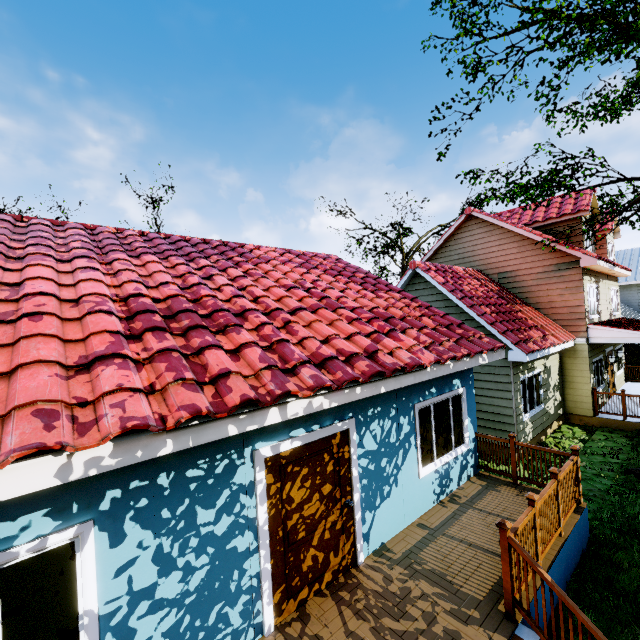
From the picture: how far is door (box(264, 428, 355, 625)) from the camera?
4.1 meters

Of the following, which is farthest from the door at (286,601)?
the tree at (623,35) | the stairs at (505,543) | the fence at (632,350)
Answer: the tree at (623,35)

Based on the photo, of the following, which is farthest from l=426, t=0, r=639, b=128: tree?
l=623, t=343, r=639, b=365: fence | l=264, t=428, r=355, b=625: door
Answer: l=264, t=428, r=355, b=625: door

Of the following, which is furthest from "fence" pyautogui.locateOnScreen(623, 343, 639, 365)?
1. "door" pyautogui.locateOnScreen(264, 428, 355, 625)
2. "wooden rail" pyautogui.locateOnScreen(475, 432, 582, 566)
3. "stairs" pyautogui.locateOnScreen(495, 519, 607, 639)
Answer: "door" pyautogui.locateOnScreen(264, 428, 355, 625)

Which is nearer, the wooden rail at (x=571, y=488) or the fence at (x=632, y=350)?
the wooden rail at (x=571, y=488)

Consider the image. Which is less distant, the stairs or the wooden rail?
the stairs

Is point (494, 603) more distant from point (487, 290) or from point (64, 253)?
point (487, 290)

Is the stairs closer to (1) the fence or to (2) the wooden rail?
(2) the wooden rail
